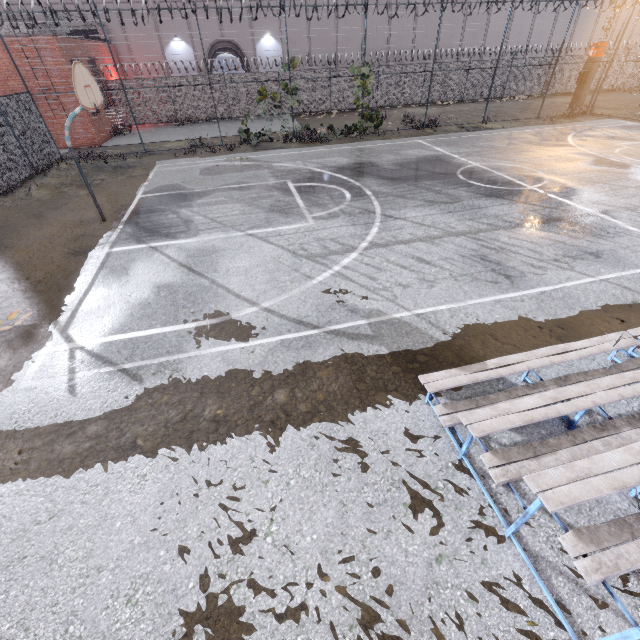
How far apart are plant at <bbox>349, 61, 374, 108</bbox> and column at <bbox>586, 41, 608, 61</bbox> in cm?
1660

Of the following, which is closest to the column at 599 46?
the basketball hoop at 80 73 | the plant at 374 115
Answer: the plant at 374 115

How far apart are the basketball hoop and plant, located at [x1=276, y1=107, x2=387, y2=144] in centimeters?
1149cm

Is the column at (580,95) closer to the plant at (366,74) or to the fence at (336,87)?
the fence at (336,87)

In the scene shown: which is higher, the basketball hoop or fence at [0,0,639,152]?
the basketball hoop

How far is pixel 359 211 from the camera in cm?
961

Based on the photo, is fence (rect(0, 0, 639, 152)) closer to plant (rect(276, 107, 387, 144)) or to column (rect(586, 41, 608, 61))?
plant (rect(276, 107, 387, 144))

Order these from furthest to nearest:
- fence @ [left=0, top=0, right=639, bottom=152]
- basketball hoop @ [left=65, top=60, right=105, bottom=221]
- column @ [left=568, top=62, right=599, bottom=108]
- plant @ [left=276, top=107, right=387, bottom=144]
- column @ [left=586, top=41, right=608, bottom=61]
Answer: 1. column @ [left=568, top=62, right=599, bottom=108]
2. column @ [left=586, top=41, right=608, bottom=61]
3. plant @ [left=276, top=107, right=387, bottom=144]
4. fence @ [left=0, top=0, right=639, bottom=152]
5. basketball hoop @ [left=65, top=60, right=105, bottom=221]
